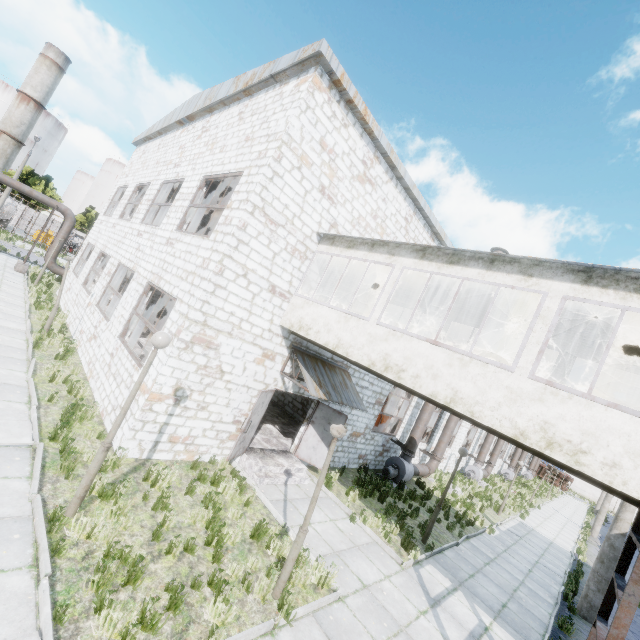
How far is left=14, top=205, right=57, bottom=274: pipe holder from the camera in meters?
21.3 m

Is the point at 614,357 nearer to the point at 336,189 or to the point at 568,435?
the point at 568,435

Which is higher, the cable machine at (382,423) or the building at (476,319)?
the building at (476,319)

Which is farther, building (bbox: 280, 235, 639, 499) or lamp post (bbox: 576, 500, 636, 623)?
lamp post (bbox: 576, 500, 636, 623)

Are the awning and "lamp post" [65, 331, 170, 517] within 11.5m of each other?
yes

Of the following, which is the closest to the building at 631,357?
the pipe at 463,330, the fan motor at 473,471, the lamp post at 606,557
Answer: the pipe at 463,330

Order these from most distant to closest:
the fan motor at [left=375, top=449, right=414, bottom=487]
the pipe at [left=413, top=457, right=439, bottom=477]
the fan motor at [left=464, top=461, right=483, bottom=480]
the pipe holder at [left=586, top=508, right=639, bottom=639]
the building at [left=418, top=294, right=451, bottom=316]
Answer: the fan motor at [left=464, top=461, right=483, bottom=480] < the pipe at [left=413, top=457, right=439, bottom=477] < the fan motor at [left=375, top=449, right=414, bottom=487] < the building at [left=418, top=294, right=451, bottom=316] < the pipe holder at [left=586, top=508, right=639, bottom=639]

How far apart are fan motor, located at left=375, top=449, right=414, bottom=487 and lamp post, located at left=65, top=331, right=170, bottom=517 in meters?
12.5
